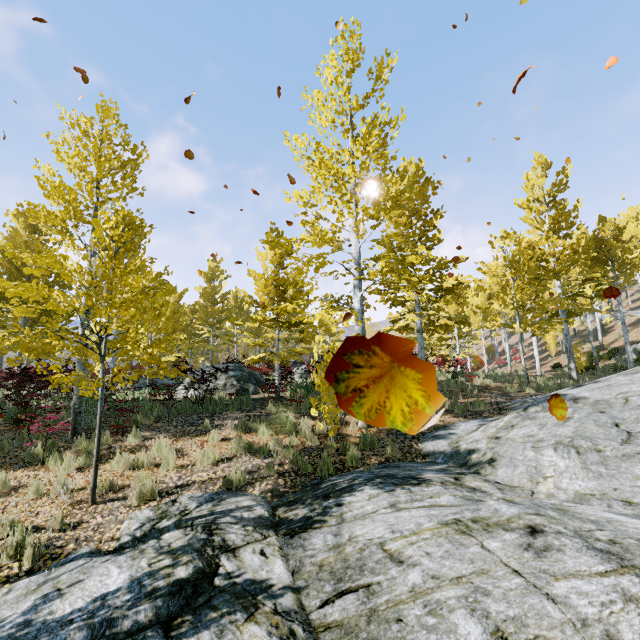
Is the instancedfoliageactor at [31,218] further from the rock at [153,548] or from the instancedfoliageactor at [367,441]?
the instancedfoliageactor at [367,441]

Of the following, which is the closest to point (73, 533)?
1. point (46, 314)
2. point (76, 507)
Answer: point (76, 507)

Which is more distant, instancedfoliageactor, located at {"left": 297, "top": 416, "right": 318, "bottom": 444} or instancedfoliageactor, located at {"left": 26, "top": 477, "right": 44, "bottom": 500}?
instancedfoliageactor, located at {"left": 297, "top": 416, "right": 318, "bottom": 444}

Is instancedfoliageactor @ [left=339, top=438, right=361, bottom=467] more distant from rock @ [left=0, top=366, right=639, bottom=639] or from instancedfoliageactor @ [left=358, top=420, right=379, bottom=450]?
instancedfoliageactor @ [left=358, top=420, right=379, bottom=450]

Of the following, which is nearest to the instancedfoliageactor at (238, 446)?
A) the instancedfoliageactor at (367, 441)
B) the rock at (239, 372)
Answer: the rock at (239, 372)

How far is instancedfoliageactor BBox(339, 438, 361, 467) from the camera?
6.8m

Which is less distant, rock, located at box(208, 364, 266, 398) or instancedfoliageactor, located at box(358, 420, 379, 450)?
instancedfoliageactor, located at box(358, 420, 379, 450)
